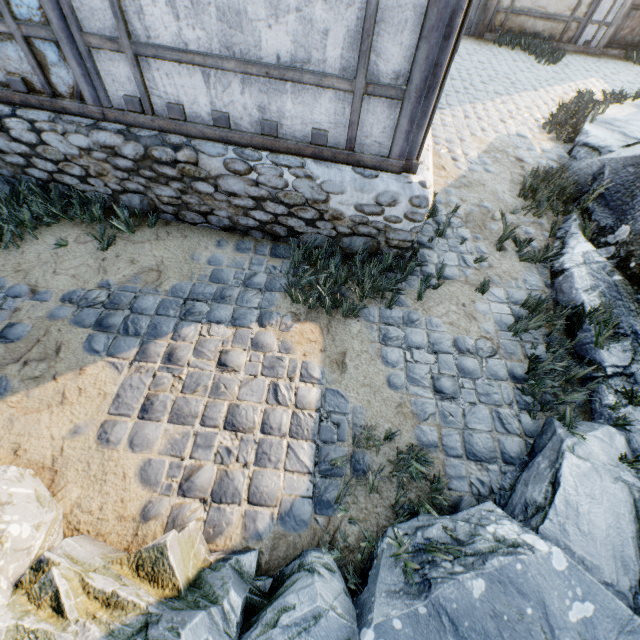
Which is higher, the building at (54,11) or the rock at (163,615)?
the building at (54,11)

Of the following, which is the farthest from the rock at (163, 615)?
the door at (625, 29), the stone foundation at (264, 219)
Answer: the door at (625, 29)

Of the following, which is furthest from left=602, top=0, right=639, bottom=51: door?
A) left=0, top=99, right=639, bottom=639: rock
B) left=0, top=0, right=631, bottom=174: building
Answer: left=0, top=0, right=631, bottom=174: building

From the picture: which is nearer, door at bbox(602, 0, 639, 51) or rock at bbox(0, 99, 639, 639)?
rock at bbox(0, 99, 639, 639)

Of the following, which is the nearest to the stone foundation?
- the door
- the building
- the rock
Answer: the building

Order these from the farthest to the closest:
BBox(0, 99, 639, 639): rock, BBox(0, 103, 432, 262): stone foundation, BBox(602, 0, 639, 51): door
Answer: BBox(602, 0, 639, 51): door → BBox(0, 103, 432, 262): stone foundation → BBox(0, 99, 639, 639): rock

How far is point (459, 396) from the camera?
2.9m

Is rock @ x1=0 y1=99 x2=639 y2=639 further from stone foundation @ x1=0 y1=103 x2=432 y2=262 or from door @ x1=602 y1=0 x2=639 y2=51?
door @ x1=602 y1=0 x2=639 y2=51
